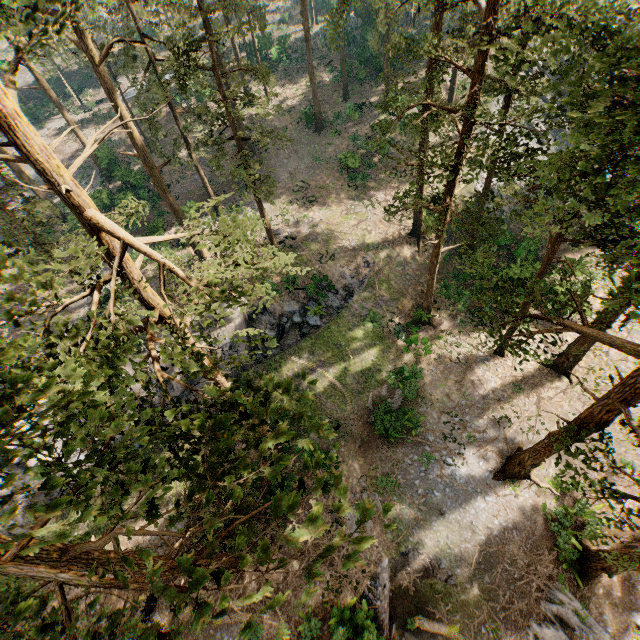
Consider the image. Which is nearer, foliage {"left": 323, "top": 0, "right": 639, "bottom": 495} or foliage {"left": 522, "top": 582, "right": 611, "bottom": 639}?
foliage {"left": 323, "top": 0, "right": 639, "bottom": 495}

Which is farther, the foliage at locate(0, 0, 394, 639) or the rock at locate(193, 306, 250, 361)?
the rock at locate(193, 306, 250, 361)

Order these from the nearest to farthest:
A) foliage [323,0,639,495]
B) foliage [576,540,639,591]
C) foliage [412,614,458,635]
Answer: foliage [323,0,639,495]
foliage [576,540,639,591]
foliage [412,614,458,635]

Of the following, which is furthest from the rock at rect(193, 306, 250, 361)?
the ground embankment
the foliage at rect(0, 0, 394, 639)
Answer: the ground embankment

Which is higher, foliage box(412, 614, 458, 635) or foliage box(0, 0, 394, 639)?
foliage box(0, 0, 394, 639)

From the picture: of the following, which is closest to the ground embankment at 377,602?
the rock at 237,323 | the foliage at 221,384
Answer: the foliage at 221,384

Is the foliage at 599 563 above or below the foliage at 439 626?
above

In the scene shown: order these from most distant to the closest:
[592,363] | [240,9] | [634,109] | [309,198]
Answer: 1. [309,198]
2. [592,363]
3. [240,9]
4. [634,109]
